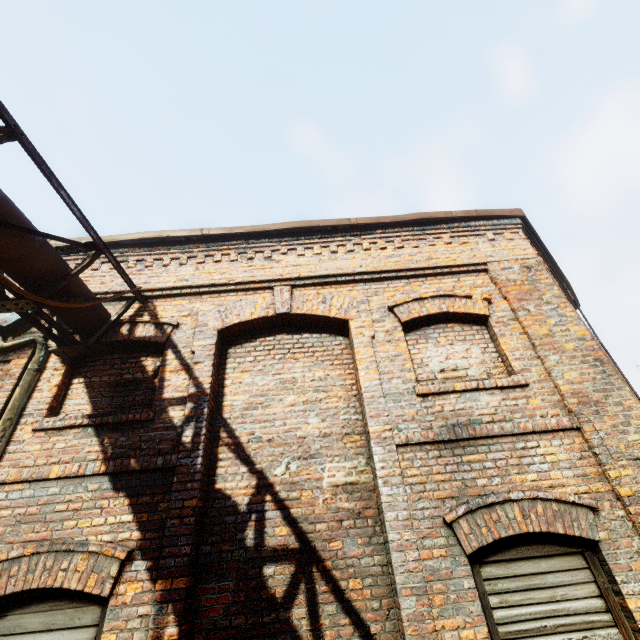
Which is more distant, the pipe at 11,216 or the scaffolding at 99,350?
the scaffolding at 99,350

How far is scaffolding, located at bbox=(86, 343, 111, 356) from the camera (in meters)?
4.33

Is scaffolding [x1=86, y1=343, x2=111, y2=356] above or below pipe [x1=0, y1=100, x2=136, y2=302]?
below

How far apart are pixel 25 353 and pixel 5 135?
2.80m

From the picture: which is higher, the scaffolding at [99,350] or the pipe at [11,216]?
the pipe at [11,216]

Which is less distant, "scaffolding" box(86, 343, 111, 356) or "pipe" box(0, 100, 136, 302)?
"pipe" box(0, 100, 136, 302)
